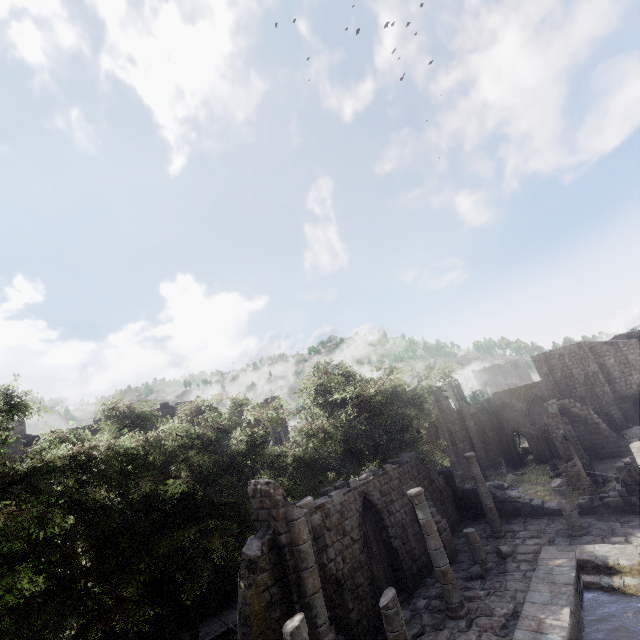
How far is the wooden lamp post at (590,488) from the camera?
23.3 meters

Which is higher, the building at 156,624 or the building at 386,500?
the building at 386,500

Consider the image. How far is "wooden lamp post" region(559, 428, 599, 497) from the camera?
23.3m

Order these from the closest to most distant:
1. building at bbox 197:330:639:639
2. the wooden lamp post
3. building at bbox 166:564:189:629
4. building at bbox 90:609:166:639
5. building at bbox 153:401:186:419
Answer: building at bbox 197:330:639:639, building at bbox 90:609:166:639, building at bbox 166:564:189:629, building at bbox 153:401:186:419, the wooden lamp post

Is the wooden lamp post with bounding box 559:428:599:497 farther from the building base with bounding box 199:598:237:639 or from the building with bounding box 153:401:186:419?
the building base with bounding box 199:598:237:639

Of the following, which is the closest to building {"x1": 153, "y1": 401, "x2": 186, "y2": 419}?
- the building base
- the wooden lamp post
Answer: the building base

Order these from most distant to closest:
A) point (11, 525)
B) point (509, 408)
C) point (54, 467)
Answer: point (509, 408) < point (54, 467) < point (11, 525)
